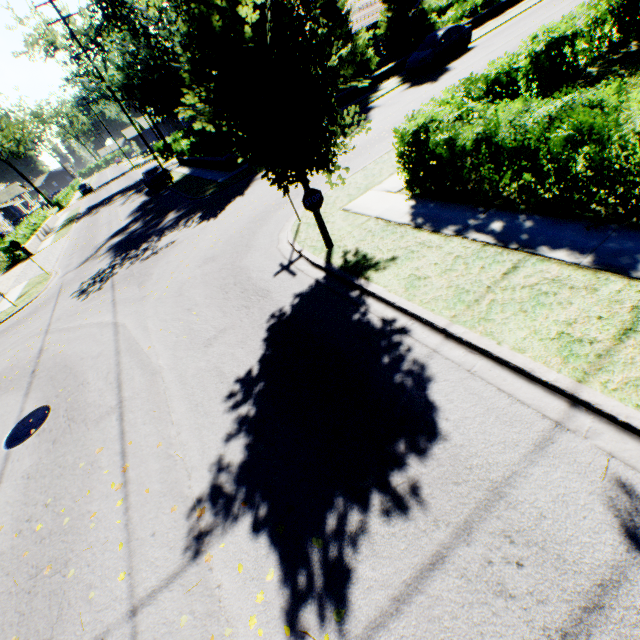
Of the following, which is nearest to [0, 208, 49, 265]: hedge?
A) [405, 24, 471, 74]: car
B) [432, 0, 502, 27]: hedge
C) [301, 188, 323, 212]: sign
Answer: [432, 0, 502, 27]: hedge

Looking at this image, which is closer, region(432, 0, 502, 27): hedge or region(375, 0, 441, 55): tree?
region(375, 0, 441, 55): tree

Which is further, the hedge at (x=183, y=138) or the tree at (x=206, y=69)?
the hedge at (x=183, y=138)

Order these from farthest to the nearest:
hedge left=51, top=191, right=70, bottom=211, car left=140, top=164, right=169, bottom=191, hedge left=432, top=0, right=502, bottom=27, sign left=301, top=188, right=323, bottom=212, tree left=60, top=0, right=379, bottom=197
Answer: hedge left=51, top=191, right=70, bottom=211 → car left=140, top=164, right=169, bottom=191 → hedge left=432, top=0, right=502, bottom=27 → sign left=301, top=188, right=323, bottom=212 → tree left=60, top=0, right=379, bottom=197

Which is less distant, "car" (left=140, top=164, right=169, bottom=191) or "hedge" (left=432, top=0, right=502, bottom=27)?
"hedge" (left=432, top=0, right=502, bottom=27)

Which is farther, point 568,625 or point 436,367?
point 436,367

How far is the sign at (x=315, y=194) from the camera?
7.3m
